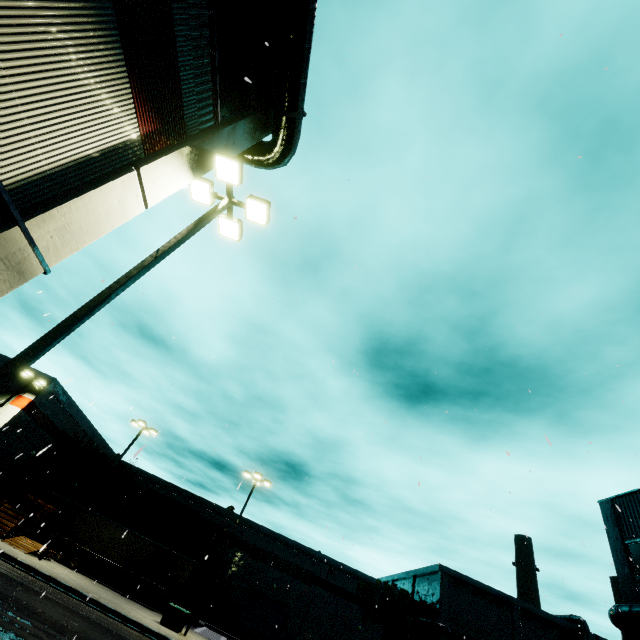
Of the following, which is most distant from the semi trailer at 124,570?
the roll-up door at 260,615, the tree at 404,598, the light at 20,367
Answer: the tree at 404,598

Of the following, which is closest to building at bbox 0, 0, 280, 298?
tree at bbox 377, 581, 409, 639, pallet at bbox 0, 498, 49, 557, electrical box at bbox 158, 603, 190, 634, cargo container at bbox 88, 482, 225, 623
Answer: tree at bbox 377, 581, 409, 639

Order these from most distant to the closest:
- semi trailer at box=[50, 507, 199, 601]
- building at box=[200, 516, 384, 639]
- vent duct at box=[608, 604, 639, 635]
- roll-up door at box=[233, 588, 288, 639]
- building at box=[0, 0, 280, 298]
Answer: building at box=[200, 516, 384, 639]
roll-up door at box=[233, 588, 288, 639]
semi trailer at box=[50, 507, 199, 601]
vent duct at box=[608, 604, 639, 635]
building at box=[0, 0, 280, 298]

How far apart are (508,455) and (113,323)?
12.38m

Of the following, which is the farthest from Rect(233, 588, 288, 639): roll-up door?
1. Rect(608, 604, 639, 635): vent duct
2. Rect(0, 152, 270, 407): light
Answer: Rect(608, 604, 639, 635): vent duct

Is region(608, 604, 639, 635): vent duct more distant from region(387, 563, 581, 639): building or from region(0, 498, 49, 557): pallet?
region(0, 498, 49, 557): pallet

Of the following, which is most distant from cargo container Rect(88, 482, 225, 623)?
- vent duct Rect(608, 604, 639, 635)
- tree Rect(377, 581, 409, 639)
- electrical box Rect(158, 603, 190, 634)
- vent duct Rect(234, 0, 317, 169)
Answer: tree Rect(377, 581, 409, 639)

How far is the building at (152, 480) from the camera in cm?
4341
